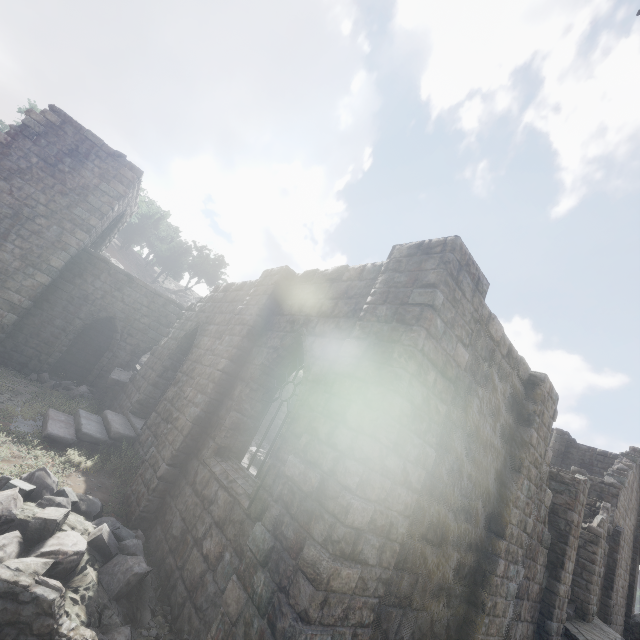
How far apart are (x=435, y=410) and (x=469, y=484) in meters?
2.4

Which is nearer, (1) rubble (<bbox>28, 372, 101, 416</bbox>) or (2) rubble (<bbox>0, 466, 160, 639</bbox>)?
→ (2) rubble (<bbox>0, 466, 160, 639</bbox>)

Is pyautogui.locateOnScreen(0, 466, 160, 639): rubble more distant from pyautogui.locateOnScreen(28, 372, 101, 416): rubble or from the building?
pyautogui.locateOnScreen(28, 372, 101, 416): rubble

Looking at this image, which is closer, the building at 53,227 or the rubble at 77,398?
the building at 53,227

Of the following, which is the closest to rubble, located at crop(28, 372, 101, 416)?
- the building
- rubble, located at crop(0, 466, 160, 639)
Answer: the building

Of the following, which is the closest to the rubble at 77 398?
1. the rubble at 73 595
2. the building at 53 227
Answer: the building at 53 227

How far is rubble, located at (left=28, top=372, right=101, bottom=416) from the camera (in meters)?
11.91

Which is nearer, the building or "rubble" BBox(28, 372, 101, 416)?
the building
